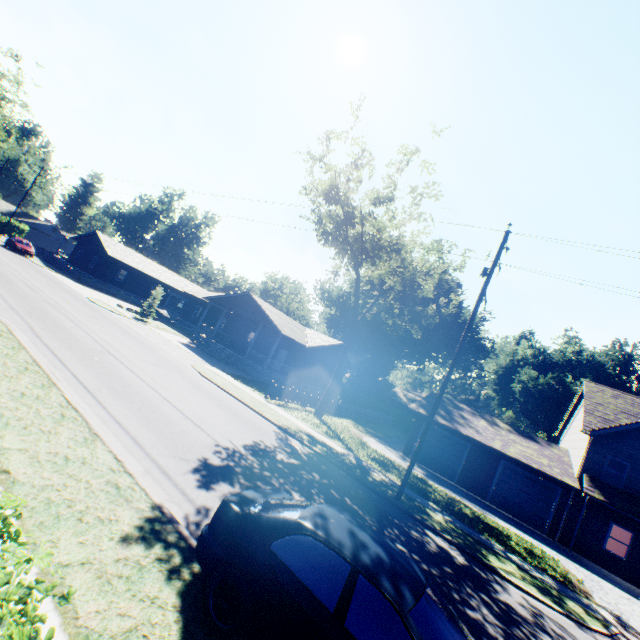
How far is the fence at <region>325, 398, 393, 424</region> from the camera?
28.6 meters

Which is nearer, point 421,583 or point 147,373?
point 421,583

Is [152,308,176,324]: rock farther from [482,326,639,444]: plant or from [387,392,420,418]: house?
[387,392,420,418]: house

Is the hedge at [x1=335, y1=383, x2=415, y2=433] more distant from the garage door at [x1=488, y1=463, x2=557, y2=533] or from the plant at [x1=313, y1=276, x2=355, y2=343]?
the garage door at [x1=488, y1=463, x2=557, y2=533]

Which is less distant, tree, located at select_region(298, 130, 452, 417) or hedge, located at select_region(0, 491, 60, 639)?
hedge, located at select_region(0, 491, 60, 639)

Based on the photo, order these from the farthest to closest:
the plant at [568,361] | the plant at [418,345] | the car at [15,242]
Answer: the plant at [418,345]
the plant at [568,361]
the car at [15,242]

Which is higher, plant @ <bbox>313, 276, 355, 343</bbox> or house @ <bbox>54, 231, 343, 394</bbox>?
plant @ <bbox>313, 276, 355, 343</bbox>

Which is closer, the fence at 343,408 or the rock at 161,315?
the fence at 343,408
